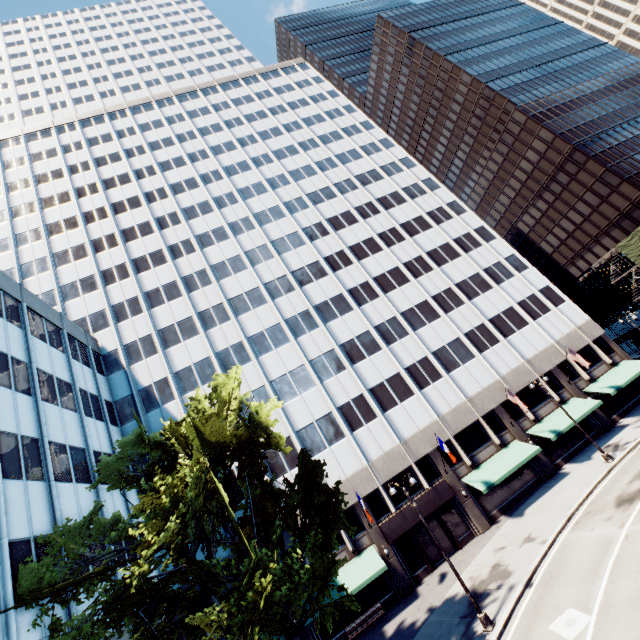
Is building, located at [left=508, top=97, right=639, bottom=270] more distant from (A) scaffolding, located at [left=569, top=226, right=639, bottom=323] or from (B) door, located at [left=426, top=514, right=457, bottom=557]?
(B) door, located at [left=426, top=514, right=457, bottom=557]

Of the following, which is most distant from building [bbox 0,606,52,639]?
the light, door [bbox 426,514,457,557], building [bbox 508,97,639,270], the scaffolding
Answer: building [bbox 508,97,639,270]

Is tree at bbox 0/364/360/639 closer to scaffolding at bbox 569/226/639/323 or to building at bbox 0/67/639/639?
building at bbox 0/67/639/639

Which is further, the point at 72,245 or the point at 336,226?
the point at 336,226

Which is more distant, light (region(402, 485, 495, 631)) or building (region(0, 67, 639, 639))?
building (region(0, 67, 639, 639))

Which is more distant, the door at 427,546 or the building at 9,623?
the door at 427,546

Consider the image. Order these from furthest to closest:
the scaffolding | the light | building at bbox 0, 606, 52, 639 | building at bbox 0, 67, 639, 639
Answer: the scaffolding
building at bbox 0, 67, 639, 639
the light
building at bbox 0, 606, 52, 639

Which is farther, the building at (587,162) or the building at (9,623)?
the building at (587,162)
